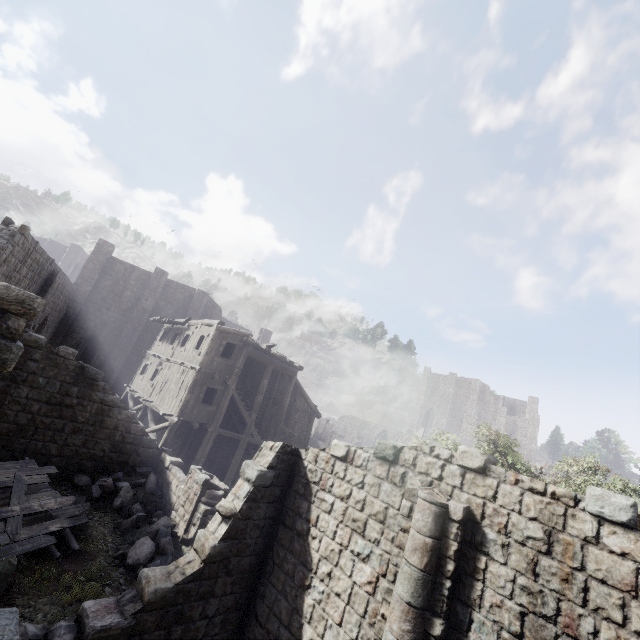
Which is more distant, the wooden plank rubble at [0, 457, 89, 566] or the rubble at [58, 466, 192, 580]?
the rubble at [58, 466, 192, 580]

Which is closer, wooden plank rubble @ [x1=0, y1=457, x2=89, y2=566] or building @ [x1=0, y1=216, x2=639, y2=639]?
building @ [x1=0, y1=216, x2=639, y2=639]

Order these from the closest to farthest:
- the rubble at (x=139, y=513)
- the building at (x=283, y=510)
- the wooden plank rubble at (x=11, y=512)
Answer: the building at (x=283, y=510)
the wooden plank rubble at (x=11, y=512)
the rubble at (x=139, y=513)

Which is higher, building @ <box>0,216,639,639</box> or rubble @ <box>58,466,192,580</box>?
building @ <box>0,216,639,639</box>

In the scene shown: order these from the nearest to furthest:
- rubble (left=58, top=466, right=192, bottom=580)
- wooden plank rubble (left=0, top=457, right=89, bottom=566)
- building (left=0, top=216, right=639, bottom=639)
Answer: building (left=0, top=216, right=639, bottom=639), wooden plank rubble (left=0, top=457, right=89, bottom=566), rubble (left=58, top=466, right=192, bottom=580)

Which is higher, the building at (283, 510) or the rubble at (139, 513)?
the building at (283, 510)

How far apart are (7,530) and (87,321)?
22.96m

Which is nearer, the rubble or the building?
the building
